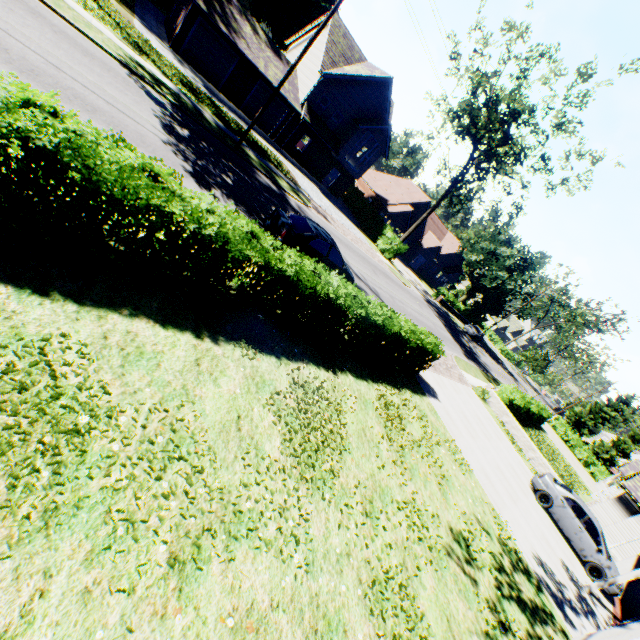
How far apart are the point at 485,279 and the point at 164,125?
45.3 meters

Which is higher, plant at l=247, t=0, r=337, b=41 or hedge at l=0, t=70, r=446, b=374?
plant at l=247, t=0, r=337, b=41

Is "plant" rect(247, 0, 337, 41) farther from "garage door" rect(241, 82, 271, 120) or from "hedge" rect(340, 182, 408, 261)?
"garage door" rect(241, 82, 271, 120)

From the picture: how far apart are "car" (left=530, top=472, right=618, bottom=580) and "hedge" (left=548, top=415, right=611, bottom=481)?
34.8m

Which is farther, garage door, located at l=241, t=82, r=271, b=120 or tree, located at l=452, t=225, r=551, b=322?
tree, located at l=452, t=225, r=551, b=322

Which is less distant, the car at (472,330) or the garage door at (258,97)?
the garage door at (258,97)

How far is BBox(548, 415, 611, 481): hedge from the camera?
41.0 meters

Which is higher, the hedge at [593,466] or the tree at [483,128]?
the tree at [483,128]
